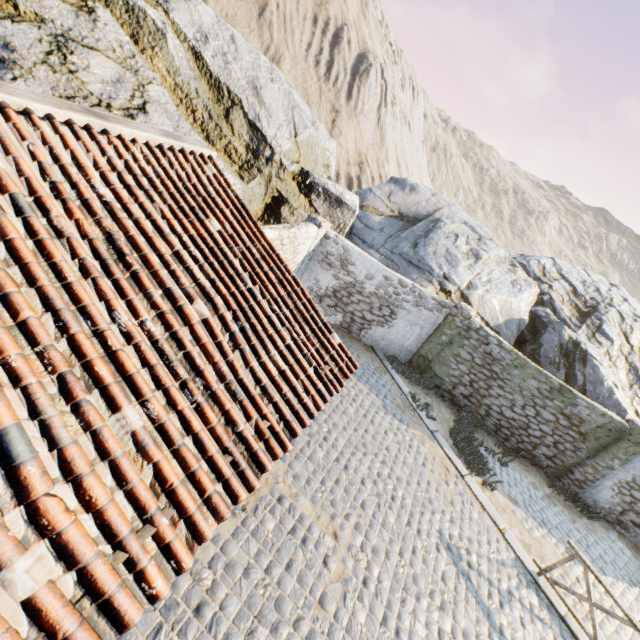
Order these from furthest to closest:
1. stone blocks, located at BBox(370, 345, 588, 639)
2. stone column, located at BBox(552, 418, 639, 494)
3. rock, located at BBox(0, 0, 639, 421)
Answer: stone column, located at BBox(552, 418, 639, 494) < rock, located at BBox(0, 0, 639, 421) < stone blocks, located at BBox(370, 345, 588, 639)

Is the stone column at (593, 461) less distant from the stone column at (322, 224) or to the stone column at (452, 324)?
the stone column at (452, 324)

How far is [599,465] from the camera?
10.34m

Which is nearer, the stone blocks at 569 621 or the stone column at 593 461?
the stone blocks at 569 621

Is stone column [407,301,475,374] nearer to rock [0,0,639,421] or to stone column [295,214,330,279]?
rock [0,0,639,421]

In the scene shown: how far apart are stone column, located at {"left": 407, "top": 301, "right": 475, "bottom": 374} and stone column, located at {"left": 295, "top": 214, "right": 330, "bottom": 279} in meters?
5.0

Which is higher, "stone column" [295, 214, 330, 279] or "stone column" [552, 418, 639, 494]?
"stone column" [295, 214, 330, 279]

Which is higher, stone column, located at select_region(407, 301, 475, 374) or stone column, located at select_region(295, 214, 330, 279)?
stone column, located at select_region(295, 214, 330, 279)
